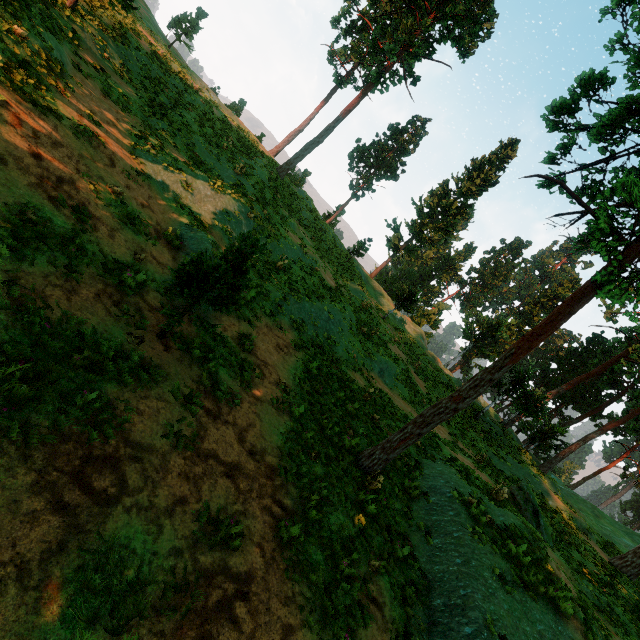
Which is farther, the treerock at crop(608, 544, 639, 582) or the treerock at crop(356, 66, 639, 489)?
the treerock at crop(608, 544, 639, 582)

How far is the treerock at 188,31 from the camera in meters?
37.9

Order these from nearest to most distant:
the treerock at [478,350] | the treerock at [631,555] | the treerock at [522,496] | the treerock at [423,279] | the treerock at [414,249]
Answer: the treerock at [478,350]
the treerock at [522,496]
the treerock at [631,555]
the treerock at [423,279]
the treerock at [414,249]

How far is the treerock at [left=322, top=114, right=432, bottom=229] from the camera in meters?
45.8 m

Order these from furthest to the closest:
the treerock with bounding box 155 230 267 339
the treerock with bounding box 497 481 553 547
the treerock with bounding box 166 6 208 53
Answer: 1. the treerock with bounding box 166 6 208 53
2. the treerock with bounding box 497 481 553 547
3. the treerock with bounding box 155 230 267 339

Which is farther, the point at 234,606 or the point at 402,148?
the point at 402,148
